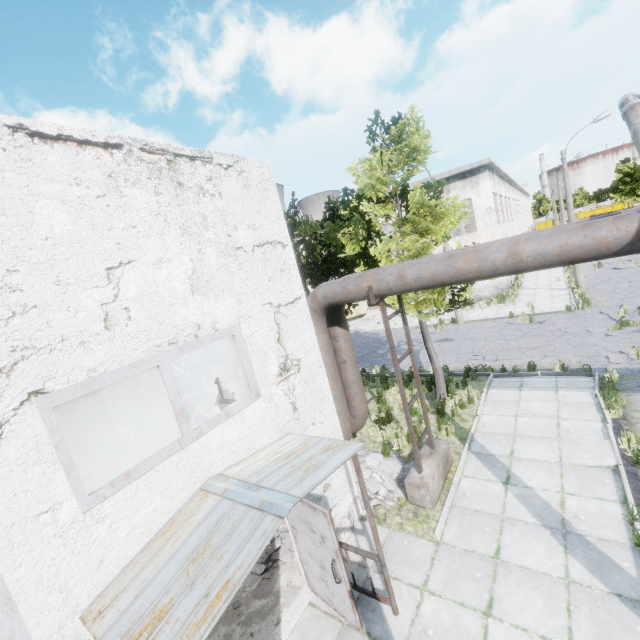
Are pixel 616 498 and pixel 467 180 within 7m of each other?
no

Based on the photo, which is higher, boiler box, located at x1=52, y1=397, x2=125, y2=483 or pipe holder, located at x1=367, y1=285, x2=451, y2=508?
boiler box, located at x1=52, y1=397, x2=125, y2=483

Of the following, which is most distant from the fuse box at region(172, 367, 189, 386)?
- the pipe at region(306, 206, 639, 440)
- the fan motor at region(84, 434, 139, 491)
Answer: the fan motor at region(84, 434, 139, 491)

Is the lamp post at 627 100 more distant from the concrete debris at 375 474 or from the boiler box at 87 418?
the boiler box at 87 418

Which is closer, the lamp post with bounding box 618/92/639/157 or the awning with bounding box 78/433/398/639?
the awning with bounding box 78/433/398/639

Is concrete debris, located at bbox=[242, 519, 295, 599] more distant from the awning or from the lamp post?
the lamp post

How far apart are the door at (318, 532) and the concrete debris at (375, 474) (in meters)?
1.89

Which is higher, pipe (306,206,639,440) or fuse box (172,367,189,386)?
pipe (306,206,639,440)
